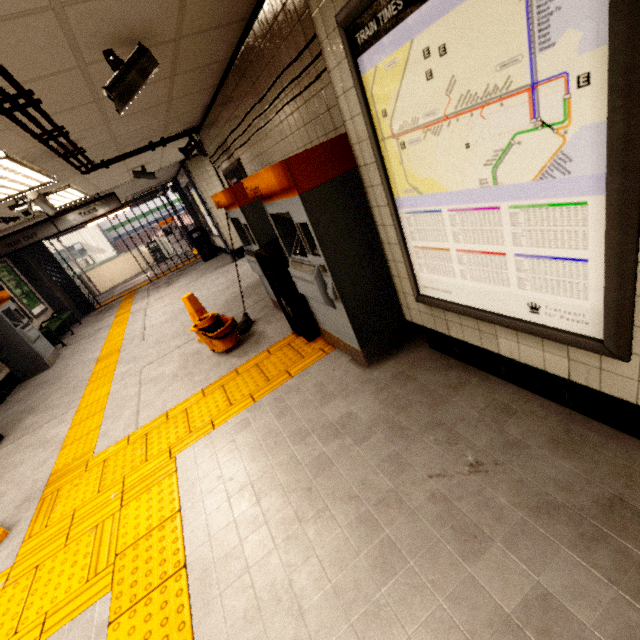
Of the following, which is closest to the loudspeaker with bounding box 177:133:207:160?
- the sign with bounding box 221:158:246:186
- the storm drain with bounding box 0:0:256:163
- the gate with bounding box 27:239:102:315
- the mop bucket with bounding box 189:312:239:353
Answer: the storm drain with bounding box 0:0:256:163

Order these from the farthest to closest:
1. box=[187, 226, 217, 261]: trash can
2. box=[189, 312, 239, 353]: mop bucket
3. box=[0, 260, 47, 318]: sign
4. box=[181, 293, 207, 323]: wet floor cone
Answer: box=[187, 226, 217, 261]: trash can → box=[0, 260, 47, 318]: sign → box=[181, 293, 207, 323]: wet floor cone → box=[189, 312, 239, 353]: mop bucket

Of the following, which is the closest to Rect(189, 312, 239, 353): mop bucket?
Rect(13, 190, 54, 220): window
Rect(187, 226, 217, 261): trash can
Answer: Rect(13, 190, 54, 220): window

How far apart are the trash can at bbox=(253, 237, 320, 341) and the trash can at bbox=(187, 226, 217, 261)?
8.9 meters

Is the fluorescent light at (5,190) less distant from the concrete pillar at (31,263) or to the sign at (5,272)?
the sign at (5,272)

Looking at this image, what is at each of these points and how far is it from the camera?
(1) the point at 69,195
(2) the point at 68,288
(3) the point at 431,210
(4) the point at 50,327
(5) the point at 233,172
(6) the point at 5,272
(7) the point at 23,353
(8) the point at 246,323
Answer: (1) fluorescent light, 6.45m
(2) gate, 11.66m
(3) sign, 1.86m
(4) bench, 8.87m
(5) sign, 5.35m
(6) sign, 9.41m
(7) ticket machine, 7.16m
(8) mop, 4.95m

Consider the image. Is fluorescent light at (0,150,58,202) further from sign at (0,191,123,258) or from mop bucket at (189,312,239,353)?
sign at (0,191,123,258)

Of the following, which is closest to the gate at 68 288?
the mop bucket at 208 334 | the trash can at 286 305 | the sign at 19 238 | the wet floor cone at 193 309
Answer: the sign at 19 238
